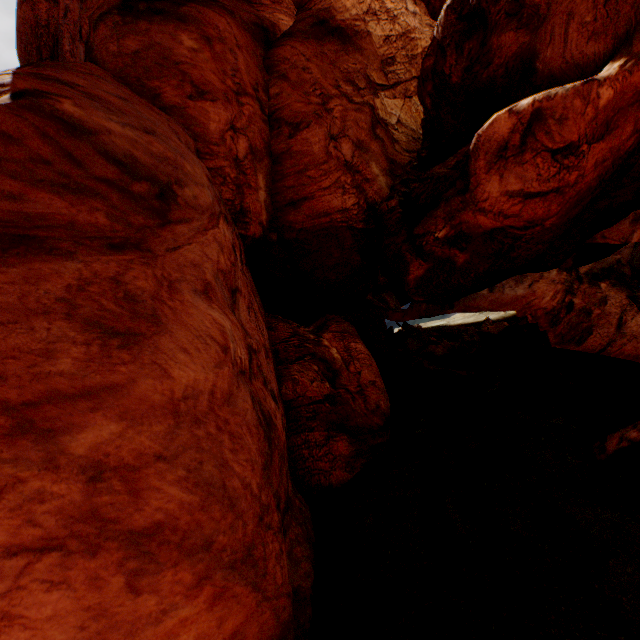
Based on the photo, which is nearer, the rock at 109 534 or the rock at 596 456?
the rock at 109 534

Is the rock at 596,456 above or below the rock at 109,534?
below

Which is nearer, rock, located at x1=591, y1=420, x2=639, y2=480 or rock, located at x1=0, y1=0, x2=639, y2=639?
rock, located at x1=0, y1=0, x2=639, y2=639

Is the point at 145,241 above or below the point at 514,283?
above

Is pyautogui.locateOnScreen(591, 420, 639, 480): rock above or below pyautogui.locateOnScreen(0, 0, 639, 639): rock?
below
